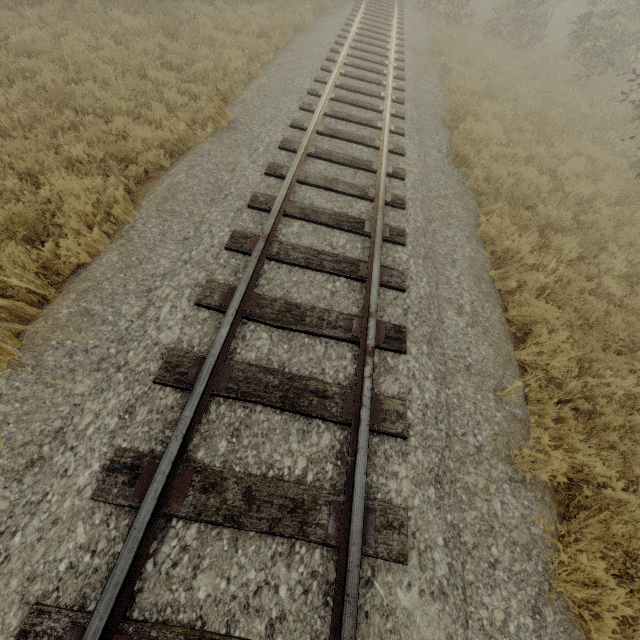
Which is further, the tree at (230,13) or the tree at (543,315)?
the tree at (230,13)

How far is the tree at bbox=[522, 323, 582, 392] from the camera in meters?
4.2

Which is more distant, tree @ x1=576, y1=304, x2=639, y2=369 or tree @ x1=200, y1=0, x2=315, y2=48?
tree @ x1=200, y1=0, x2=315, y2=48

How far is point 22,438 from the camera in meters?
2.7 m
